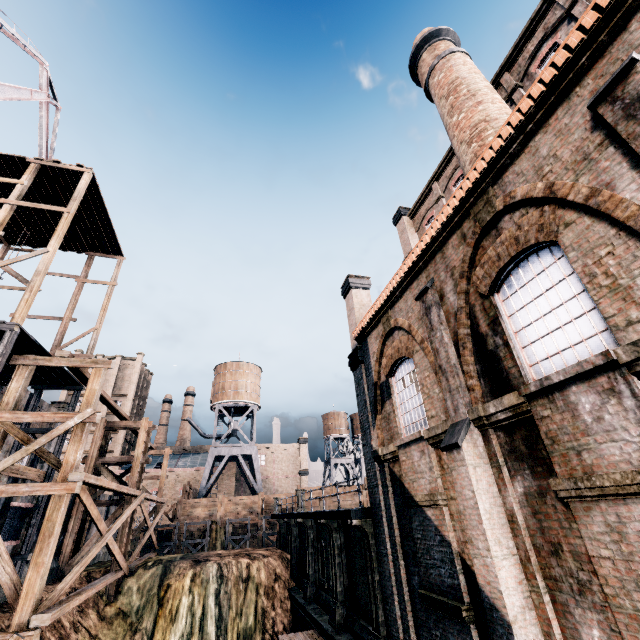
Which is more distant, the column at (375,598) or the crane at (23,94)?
the crane at (23,94)

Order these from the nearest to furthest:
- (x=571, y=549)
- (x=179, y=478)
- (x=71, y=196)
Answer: (x=571, y=549) < (x=71, y=196) < (x=179, y=478)

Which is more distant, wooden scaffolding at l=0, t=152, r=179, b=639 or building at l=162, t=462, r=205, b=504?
building at l=162, t=462, r=205, b=504

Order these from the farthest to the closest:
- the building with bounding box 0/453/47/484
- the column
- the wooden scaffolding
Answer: the building with bounding box 0/453/47/484 < the wooden scaffolding < the column

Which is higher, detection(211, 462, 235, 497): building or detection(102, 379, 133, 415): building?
detection(102, 379, 133, 415): building

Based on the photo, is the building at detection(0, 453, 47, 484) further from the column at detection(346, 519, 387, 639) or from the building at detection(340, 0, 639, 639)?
the building at detection(340, 0, 639, 639)

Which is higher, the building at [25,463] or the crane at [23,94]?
the crane at [23,94]
